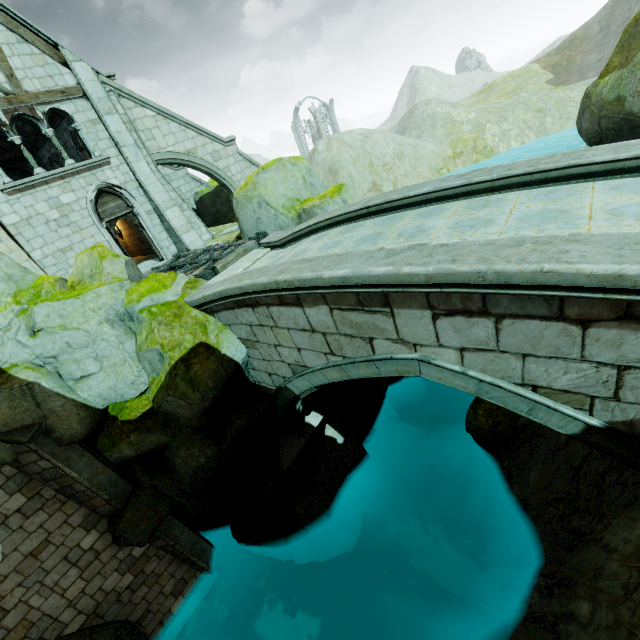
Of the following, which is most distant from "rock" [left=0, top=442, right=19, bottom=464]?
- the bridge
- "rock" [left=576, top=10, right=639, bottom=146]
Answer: "rock" [left=576, top=10, right=639, bottom=146]

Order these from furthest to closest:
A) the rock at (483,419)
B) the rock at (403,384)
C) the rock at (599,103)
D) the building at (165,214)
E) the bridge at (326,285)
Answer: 1. the rock at (403,384)
2. the building at (165,214)
3. the rock at (483,419)
4. the rock at (599,103)
5. the bridge at (326,285)

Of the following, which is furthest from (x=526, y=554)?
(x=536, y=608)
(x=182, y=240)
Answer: (x=182, y=240)

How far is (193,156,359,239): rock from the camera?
10.2 meters

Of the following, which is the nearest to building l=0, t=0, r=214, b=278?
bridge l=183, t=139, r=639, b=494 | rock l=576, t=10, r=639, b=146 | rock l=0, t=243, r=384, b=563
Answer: rock l=0, t=243, r=384, b=563

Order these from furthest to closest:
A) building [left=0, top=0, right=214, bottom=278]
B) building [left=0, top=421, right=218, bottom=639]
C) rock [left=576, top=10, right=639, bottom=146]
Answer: building [left=0, top=0, right=214, bottom=278] < building [left=0, top=421, right=218, bottom=639] < rock [left=576, top=10, right=639, bottom=146]

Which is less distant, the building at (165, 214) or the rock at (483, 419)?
the rock at (483, 419)

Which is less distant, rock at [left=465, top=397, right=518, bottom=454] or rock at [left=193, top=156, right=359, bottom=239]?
rock at [left=465, top=397, right=518, bottom=454]
